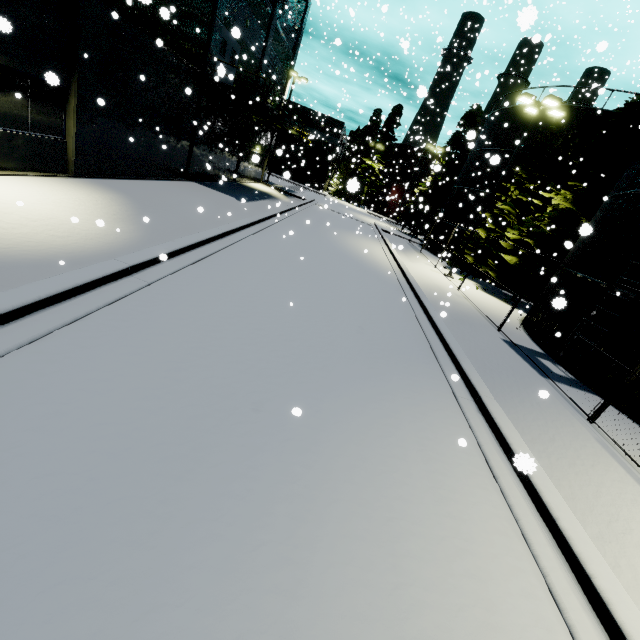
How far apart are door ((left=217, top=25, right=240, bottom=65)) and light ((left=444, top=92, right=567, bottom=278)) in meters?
15.7 m

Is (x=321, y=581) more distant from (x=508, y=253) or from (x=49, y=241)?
(x=508, y=253)

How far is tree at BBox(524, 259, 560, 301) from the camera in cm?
1822

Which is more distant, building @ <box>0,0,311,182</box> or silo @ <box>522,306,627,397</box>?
silo @ <box>522,306,627,397</box>

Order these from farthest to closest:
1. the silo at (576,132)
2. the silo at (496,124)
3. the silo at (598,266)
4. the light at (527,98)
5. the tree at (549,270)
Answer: the silo at (496,124) < the silo at (576,132) < the tree at (549,270) < the light at (527,98) < the silo at (598,266)

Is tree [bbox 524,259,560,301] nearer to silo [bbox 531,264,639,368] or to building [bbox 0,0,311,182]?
silo [bbox 531,264,639,368]

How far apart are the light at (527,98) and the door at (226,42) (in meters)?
15.68

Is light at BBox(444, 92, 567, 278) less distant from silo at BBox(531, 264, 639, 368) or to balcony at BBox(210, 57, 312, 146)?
silo at BBox(531, 264, 639, 368)
